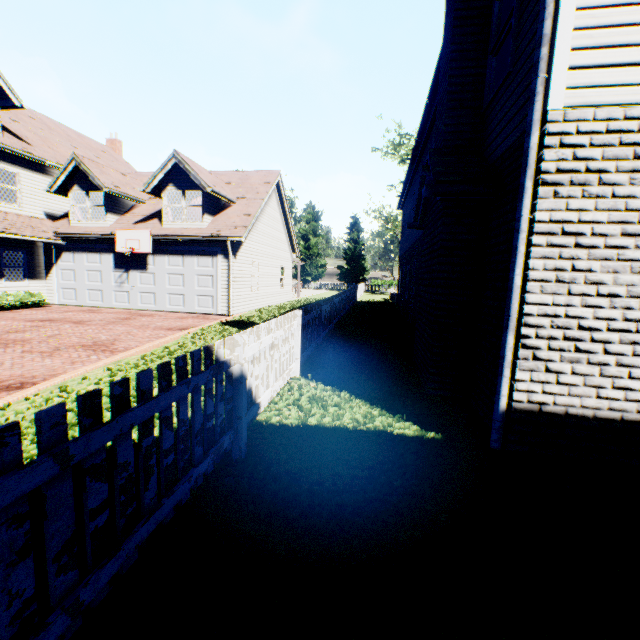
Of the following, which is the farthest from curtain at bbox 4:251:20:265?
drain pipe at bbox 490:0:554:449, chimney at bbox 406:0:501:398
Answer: drain pipe at bbox 490:0:554:449

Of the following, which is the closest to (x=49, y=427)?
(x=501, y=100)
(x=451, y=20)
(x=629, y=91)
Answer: (x=629, y=91)

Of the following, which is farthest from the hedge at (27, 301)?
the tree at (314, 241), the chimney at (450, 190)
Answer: the chimney at (450, 190)

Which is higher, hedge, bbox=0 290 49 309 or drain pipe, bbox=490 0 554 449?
drain pipe, bbox=490 0 554 449

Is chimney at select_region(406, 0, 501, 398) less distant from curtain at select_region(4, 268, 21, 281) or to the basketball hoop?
the basketball hoop

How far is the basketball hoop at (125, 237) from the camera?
14.32m

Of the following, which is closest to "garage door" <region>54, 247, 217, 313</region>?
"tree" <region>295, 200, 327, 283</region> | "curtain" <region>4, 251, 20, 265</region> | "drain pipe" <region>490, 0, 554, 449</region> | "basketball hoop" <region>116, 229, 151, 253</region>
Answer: "basketball hoop" <region>116, 229, 151, 253</region>

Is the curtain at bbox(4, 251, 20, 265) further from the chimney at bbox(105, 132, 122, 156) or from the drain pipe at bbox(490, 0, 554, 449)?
the drain pipe at bbox(490, 0, 554, 449)
